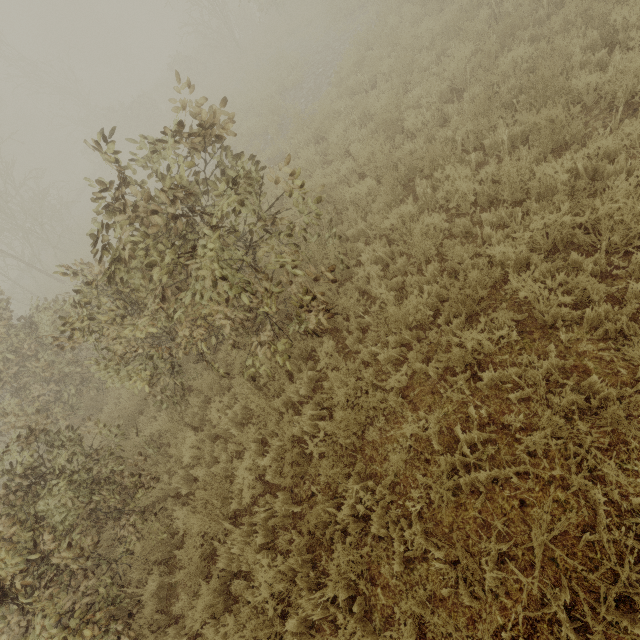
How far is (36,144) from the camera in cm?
3800
